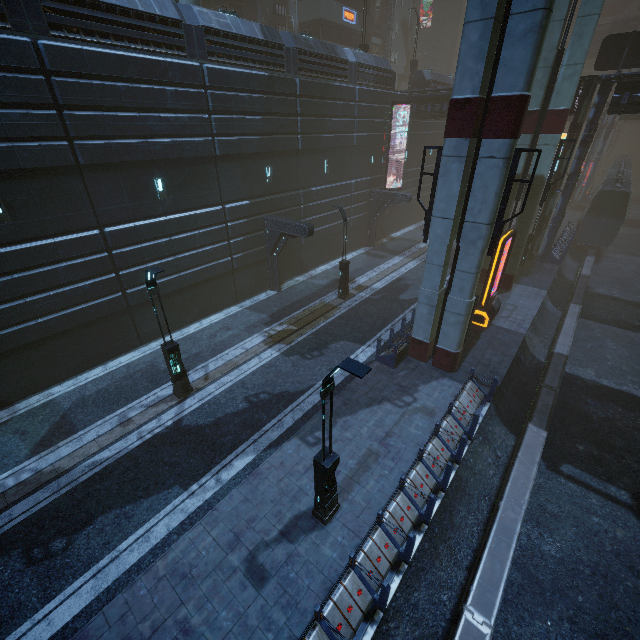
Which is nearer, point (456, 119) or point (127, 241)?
point (456, 119)

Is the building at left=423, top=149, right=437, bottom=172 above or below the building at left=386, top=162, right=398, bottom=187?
above

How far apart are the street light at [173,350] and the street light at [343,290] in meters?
10.6 m

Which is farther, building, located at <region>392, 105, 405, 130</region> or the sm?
building, located at <region>392, 105, 405, 130</region>

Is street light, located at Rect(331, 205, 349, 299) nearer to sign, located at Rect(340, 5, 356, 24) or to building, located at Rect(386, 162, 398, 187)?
building, located at Rect(386, 162, 398, 187)

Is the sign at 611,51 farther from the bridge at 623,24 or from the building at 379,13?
the bridge at 623,24

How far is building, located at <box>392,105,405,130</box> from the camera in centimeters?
2651cm

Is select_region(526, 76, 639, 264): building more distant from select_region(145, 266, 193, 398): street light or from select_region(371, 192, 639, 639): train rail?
select_region(145, 266, 193, 398): street light
